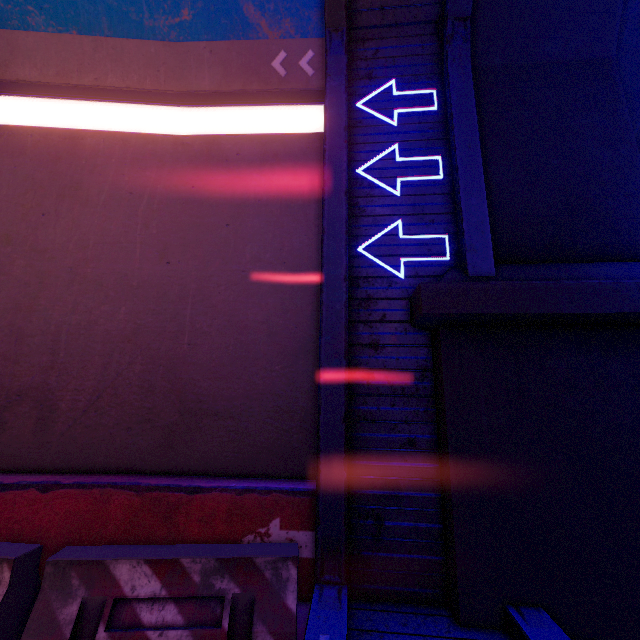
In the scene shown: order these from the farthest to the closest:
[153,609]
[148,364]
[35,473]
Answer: [148,364] < [35,473] < [153,609]

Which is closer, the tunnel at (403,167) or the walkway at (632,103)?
the tunnel at (403,167)

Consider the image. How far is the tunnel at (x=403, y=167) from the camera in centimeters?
534cm

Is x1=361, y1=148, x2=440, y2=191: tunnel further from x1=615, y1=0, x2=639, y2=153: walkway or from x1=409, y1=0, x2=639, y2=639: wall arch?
x1=615, y1=0, x2=639, y2=153: walkway

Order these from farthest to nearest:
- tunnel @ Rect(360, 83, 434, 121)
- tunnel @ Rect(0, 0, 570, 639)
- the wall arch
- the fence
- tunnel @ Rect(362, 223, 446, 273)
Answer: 1. tunnel @ Rect(360, 83, 434, 121)
2. tunnel @ Rect(362, 223, 446, 273)
3. tunnel @ Rect(0, 0, 570, 639)
4. the wall arch
5. the fence

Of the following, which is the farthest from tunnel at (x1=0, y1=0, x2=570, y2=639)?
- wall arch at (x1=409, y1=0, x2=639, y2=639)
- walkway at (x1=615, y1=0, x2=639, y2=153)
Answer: walkway at (x1=615, y1=0, x2=639, y2=153)

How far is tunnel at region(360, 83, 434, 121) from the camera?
5.7 meters
